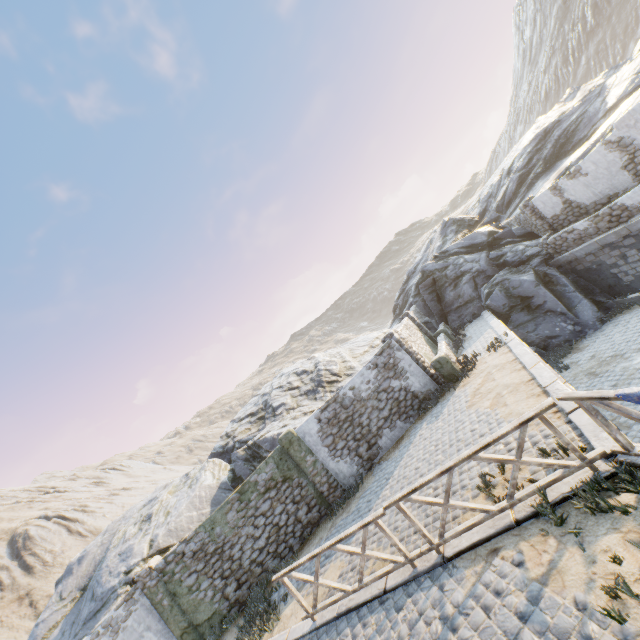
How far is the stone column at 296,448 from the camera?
11.7 meters

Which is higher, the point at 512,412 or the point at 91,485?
the point at 91,485

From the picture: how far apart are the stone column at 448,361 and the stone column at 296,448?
5.1m

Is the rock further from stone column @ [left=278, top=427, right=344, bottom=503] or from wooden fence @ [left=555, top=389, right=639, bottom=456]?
wooden fence @ [left=555, top=389, right=639, bottom=456]

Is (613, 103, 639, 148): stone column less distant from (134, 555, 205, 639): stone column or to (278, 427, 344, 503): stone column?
(278, 427, 344, 503): stone column

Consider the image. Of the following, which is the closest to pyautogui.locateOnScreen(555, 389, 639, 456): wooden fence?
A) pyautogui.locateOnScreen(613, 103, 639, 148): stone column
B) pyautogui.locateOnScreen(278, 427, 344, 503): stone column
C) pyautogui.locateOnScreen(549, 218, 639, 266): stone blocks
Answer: pyautogui.locateOnScreen(549, 218, 639, 266): stone blocks

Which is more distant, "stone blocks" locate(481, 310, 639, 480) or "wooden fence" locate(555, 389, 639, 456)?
"stone blocks" locate(481, 310, 639, 480)

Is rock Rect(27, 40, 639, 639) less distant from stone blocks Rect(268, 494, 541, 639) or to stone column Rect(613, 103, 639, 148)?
stone blocks Rect(268, 494, 541, 639)
